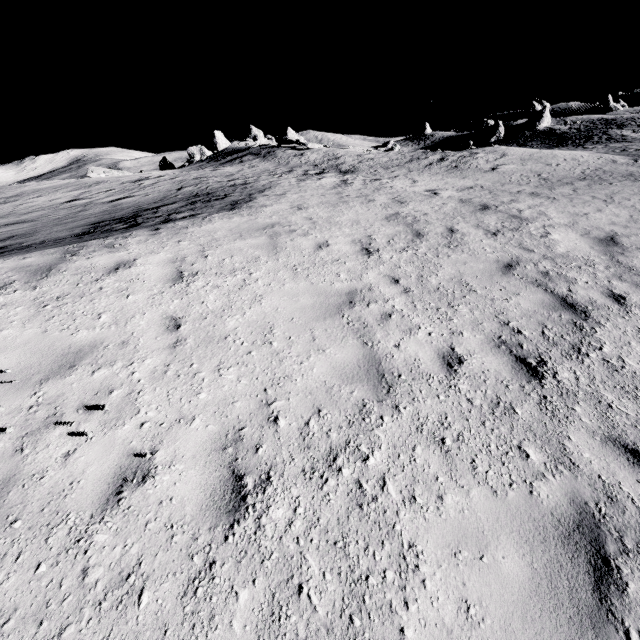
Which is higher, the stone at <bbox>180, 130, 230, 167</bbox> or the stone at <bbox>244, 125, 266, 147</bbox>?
the stone at <bbox>244, 125, 266, 147</bbox>

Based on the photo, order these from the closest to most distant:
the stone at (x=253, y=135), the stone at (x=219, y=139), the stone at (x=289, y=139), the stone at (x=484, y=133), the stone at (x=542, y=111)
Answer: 1. the stone at (x=289, y=139)
2. the stone at (x=219, y=139)
3. the stone at (x=542, y=111)
4. the stone at (x=484, y=133)
5. the stone at (x=253, y=135)

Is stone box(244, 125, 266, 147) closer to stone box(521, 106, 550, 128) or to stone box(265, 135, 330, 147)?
stone box(265, 135, 330, 147)

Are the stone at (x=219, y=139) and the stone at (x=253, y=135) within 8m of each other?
yes

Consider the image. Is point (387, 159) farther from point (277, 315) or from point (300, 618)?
point (300, 618)

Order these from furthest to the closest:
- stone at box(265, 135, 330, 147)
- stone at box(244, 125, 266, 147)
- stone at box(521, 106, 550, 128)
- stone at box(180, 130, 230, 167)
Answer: stone at box(244, 125, 266, 147), stone at box(521, 106, 550, 128), stone at box(180, 130, 230, 167), stone at box(265, 135, 330, 147)

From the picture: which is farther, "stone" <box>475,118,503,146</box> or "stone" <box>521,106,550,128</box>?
"stone" <box>475,118,503,146</box>

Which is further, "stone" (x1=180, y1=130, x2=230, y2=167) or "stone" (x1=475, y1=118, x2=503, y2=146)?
"stone" (x1=475, y1=118, x2=503, y2=146)
